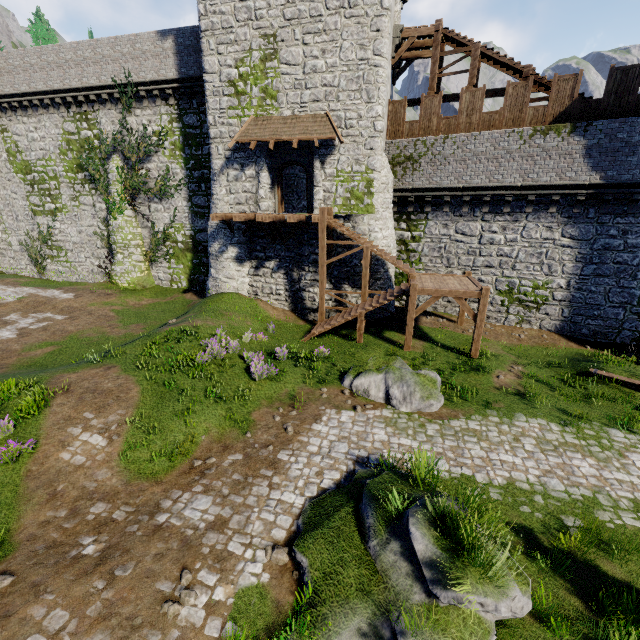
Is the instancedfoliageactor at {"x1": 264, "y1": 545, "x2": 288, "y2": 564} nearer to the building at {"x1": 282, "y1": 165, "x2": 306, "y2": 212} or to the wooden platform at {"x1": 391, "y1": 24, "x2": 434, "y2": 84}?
the building at {"x1": 282, "y1": 165, "x2": 306, "y2": 212}

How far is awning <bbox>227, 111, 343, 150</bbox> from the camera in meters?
16.3

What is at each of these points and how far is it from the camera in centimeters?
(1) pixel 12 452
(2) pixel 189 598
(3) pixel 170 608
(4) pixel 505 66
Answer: (1) instancedfoliageactor, 788cm
(2) instancedfoliageactor, 545cm
(3) instancedfoliageactor, 528cm
(4) stairs, 1705cm

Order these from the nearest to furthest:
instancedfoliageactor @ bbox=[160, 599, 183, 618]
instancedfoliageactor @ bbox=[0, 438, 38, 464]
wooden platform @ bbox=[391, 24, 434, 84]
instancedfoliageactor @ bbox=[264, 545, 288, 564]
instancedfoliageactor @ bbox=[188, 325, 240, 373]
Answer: instancedfoliageactor @ bbox=[160, 599, 183, 618]
instancedfoliageactor @ bbox=[264, 545, 288, 564]
instancedfoliageactor @ bbox=[0, 438, 38, 464]
instancedfoliageactor @ bbox=[188, 325, 240, 373]
wooden platform @ bbox=[391, 24, 434, 84]

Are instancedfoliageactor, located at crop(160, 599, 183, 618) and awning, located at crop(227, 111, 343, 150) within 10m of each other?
no

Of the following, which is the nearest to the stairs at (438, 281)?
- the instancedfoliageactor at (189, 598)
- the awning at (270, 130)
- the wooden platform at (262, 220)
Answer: the wooden platform at (262, 220)

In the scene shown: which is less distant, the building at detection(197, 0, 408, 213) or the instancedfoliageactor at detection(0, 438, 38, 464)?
the instancedfoliageactor at detection(0, 438, 38, 464)

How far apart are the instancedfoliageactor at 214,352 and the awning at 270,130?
10.49m
